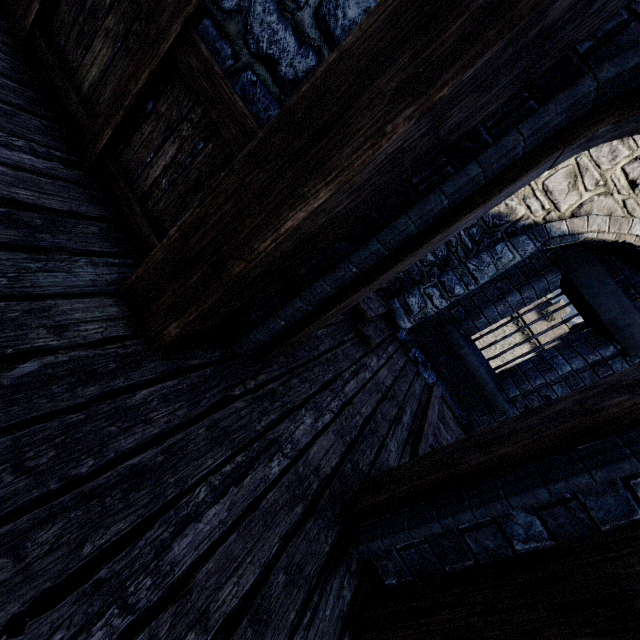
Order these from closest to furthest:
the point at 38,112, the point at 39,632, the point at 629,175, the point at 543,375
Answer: the point at 39,632
the point at 38,112
the point at 629,175
the point at 543,375

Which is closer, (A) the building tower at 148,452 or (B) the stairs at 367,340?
(A) the building tower at 148,452

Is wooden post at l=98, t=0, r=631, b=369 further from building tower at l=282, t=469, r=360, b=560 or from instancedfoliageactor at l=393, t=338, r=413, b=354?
instancedfoliageactor at l=393, t=338, r=413, b=354

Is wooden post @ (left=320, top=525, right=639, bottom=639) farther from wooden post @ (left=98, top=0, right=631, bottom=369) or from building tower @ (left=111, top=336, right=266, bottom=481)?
wooden post @ (left=98, top=0, right=631, bottom=369)

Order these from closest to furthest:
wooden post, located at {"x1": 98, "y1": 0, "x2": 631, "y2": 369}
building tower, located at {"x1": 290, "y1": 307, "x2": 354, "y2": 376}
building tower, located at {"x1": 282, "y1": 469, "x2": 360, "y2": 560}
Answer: wooden post, located at {"x1": 98, "y1": 0, "x2": 631, "y2": 369} → building tower, located at {"x1": 282, "y1": 469, "x2": 360, "y2": 560} → building tower, located at {"x1": 290, "y1": 307, "x2": 354, "y2": 376}

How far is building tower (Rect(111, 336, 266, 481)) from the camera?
1.31m

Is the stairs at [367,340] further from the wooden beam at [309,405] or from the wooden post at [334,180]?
the wooden post at [334,180]

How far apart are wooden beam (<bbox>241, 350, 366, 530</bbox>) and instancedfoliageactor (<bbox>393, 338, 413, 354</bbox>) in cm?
282
